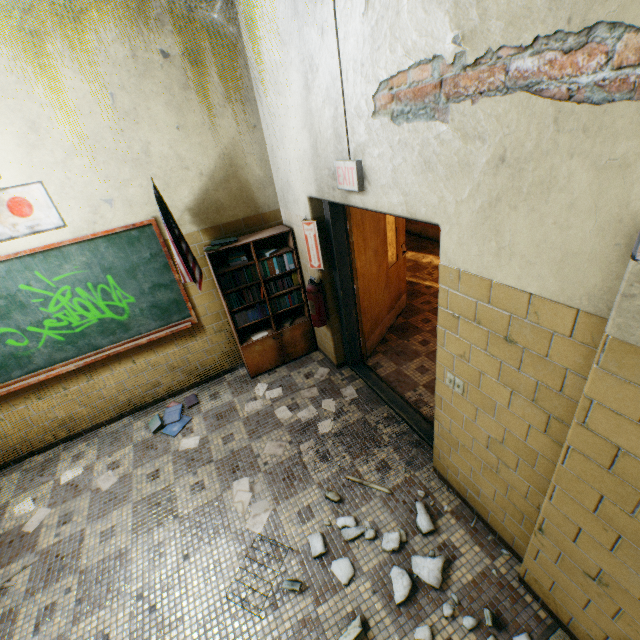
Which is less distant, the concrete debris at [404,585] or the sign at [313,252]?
the concrete debris at [404,585]

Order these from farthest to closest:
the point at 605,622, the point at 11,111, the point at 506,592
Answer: the point at 11,111, the point at 506,592, the point at 605,622

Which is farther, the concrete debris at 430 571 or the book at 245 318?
the book at 245 318

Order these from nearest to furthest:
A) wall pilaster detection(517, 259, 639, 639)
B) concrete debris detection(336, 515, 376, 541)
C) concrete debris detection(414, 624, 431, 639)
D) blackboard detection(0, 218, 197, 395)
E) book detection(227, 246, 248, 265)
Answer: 1. wall pilaster detection(517, 259, 639, 639)
2. concrete debris detection(414, 624, 431, 639)
3. concrete debris detection(336, 515, 376, 541)
4. blackboard detection(0, 218, 197, 395)
5. book detection(227, 246, 248, 265)

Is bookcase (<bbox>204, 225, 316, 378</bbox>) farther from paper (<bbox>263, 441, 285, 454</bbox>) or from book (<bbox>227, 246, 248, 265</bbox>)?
paper (<bbox>263, 441, 285, 454</bbox>)

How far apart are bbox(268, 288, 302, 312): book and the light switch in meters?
2.4 m

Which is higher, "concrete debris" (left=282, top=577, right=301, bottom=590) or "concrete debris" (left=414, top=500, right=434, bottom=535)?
"concrete debris" (left=282, top=577, right=301, bottom=590)

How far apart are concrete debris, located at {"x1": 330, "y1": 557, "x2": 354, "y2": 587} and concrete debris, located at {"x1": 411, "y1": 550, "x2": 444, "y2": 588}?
0.1m
